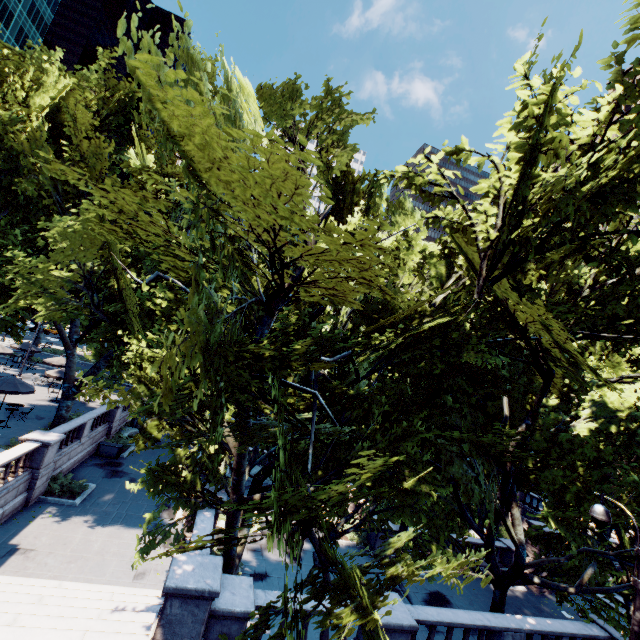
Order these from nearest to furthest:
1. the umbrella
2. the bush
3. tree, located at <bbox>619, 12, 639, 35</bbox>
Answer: tree, located at <bbox>619, 12, 639, 35</bbox> < the bush < the umbrella

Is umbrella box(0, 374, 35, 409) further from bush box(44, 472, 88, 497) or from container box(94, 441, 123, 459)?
bush box(44, 472, 88, 497)

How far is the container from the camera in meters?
23.3

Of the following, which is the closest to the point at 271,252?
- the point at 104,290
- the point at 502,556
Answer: the point at 104,290

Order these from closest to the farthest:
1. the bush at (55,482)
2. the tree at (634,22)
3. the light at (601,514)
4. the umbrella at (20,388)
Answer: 1. the tree at (634,22)
2. the light at (601,514)
3. the bush at (55,482)
4. the umbrella at (20,388)

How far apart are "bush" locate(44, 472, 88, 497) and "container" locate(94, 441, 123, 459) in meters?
4.7

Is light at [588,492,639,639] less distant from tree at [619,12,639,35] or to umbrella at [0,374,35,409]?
tree at [619,12,639,35]

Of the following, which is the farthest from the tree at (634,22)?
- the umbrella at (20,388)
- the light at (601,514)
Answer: the umbrella at (20,388)
